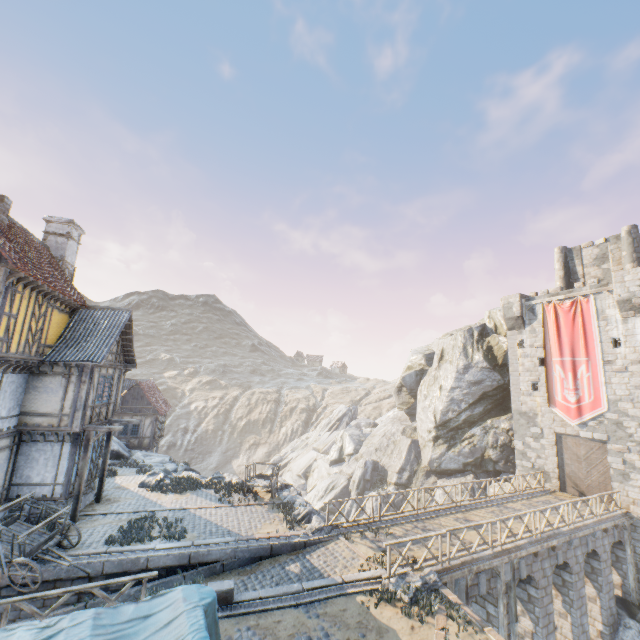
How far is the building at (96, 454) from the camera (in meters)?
16.06

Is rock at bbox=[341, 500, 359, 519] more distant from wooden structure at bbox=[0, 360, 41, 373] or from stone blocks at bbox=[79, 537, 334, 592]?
wooden structure at bbox=[0, 360, 41, 373]

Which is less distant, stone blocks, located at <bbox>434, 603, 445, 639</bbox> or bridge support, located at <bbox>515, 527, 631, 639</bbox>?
stone blocks, located at <bbox>434, 603, 445, 639</bbox>

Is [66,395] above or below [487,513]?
above

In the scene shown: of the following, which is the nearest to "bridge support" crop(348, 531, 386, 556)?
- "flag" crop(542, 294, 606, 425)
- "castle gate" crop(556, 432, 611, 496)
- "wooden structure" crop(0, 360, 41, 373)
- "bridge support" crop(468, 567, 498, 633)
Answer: "bridge support" crop(468, 567, 498, 633)

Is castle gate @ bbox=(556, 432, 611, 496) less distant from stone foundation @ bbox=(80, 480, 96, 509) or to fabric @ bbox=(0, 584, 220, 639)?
fabric @ bbox=(0, 584, 220, 639)

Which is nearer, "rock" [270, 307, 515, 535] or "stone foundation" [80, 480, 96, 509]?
"stone foundation" [80, 480, 96, 509]

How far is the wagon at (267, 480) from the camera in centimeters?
1792cm
